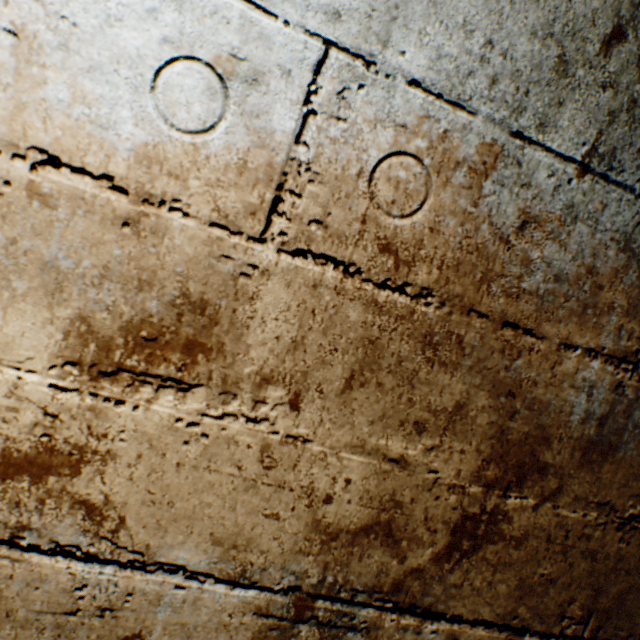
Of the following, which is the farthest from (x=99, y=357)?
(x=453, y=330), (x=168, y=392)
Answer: (x=453, y=330)
